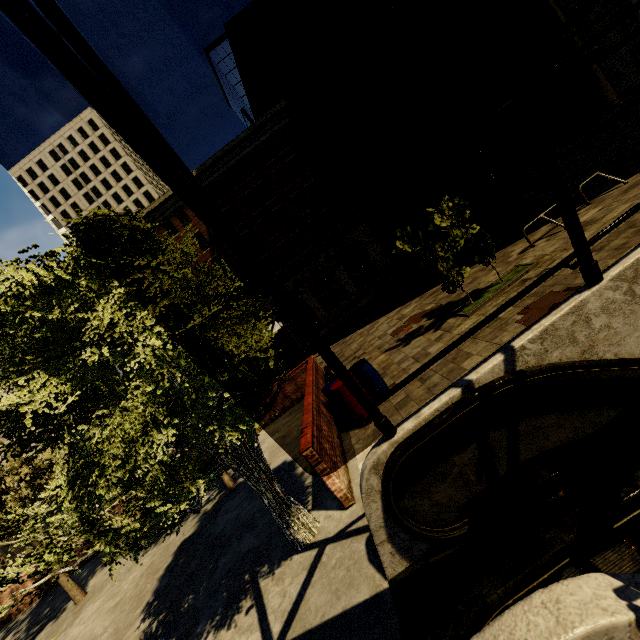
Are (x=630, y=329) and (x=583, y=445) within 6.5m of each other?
yes

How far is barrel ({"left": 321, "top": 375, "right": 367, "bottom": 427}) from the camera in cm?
736

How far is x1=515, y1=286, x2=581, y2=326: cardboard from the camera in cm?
648

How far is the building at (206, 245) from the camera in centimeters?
3159cm

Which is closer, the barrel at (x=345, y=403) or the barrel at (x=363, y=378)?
the barrel at (x=345, y=403)

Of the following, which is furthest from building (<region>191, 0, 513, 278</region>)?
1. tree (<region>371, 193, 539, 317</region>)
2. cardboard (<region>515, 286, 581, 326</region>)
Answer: cardboard (<region>515, 286, 581, 326</region>)

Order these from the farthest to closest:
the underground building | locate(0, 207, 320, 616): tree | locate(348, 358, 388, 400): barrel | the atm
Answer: the atm < locate(348, 358, 388, 400): barrel < locate(0, 207, 320, 616): tree < the underground building

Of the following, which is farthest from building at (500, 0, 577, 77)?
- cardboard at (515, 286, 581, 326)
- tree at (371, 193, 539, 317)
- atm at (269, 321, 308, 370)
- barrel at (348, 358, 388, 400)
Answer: cardboard at (515, 286, 581, 326)
